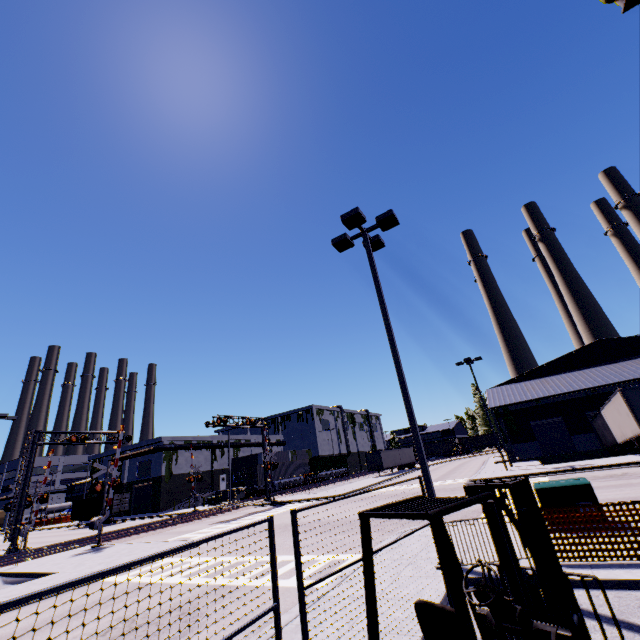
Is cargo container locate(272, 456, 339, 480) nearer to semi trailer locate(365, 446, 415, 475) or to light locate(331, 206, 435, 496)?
semi trailer locate(365, 446, 415, 475)

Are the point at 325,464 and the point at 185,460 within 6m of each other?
no

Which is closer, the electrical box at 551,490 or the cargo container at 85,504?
the electrical box at 551,490

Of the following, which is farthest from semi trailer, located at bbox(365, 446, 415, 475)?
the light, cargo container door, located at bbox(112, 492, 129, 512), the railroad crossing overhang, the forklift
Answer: cargo container door, located at bbox(112, 492, 129, 512)

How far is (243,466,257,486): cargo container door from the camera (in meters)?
42.47

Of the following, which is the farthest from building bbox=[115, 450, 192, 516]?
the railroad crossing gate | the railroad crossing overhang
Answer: the railroad crossing overhang

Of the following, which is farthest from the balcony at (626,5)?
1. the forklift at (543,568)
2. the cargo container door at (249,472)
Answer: the cargo container door at (249,472)

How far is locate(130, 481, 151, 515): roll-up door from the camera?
49.9m
